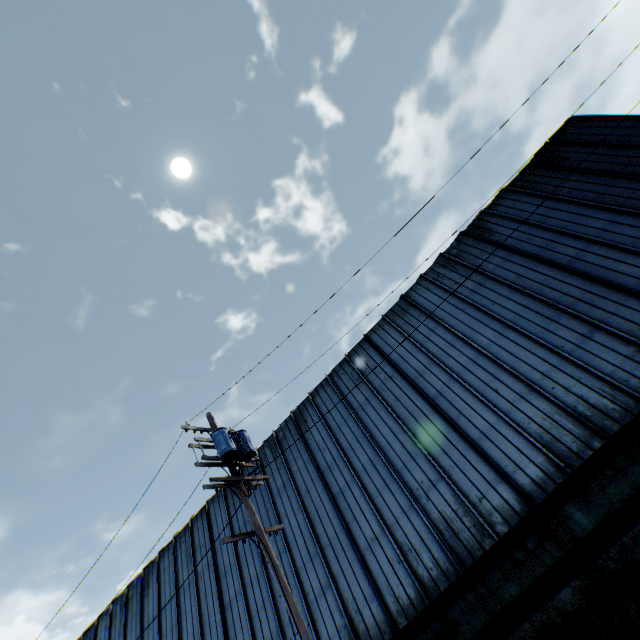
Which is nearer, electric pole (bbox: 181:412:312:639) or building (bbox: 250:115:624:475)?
electric pole (bbox: 181:412:312:639)

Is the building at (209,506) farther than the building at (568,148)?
No

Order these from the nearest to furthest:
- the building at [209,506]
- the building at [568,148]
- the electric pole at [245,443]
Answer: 1. the electric pole at [245,443]
2. the building at [209,506]
3. the building at [568,148]

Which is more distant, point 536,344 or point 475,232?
point 475,232

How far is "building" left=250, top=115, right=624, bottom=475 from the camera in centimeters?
1444cm

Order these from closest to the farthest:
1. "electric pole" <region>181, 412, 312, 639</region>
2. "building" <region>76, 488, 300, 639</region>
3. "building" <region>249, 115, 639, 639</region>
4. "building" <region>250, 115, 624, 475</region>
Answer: "electric pole" <region>181, 412, 312, 639</region>
"building" <region>249, 115, 639, 639</region>
"building" <region>76, 488, 300, 639</region>
"building" <region>250, 115, 624, 475</region>

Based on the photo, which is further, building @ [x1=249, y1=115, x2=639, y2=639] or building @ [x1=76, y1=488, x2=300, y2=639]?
building @ [x1=76, y1=488, x2=300, y2=639]

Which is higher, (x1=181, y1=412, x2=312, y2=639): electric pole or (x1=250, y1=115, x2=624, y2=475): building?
(x1=250, y1=115, x2=624, y2=475): building
